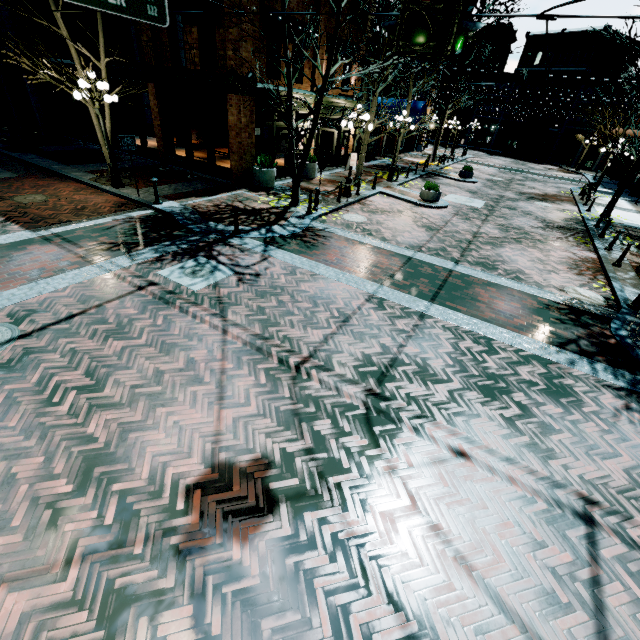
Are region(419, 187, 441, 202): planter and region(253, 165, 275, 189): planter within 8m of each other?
yes

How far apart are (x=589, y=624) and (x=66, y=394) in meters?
6.7

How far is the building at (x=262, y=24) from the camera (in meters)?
11.77

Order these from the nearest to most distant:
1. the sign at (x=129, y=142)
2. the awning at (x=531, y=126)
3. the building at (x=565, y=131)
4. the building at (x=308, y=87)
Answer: the sign at (x=129, y=142), the building at (x=308, y=87), the building at (x=565, y=131), the awning at (x=531, y=126)

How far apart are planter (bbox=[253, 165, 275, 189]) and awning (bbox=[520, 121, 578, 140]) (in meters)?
46.01

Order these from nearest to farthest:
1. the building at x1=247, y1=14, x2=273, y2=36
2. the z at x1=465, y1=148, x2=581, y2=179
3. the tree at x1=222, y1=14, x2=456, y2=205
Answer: the tree at x1=222, y1=14, x2=456, y2=205 → the building at x1=247, y1=14, x2=273, y2=36 → the z at x1=465, y1=148, x2=581, y2=179

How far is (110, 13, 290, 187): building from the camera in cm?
1227

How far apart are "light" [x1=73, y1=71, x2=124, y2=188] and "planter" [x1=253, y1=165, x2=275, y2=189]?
5.2 meters
